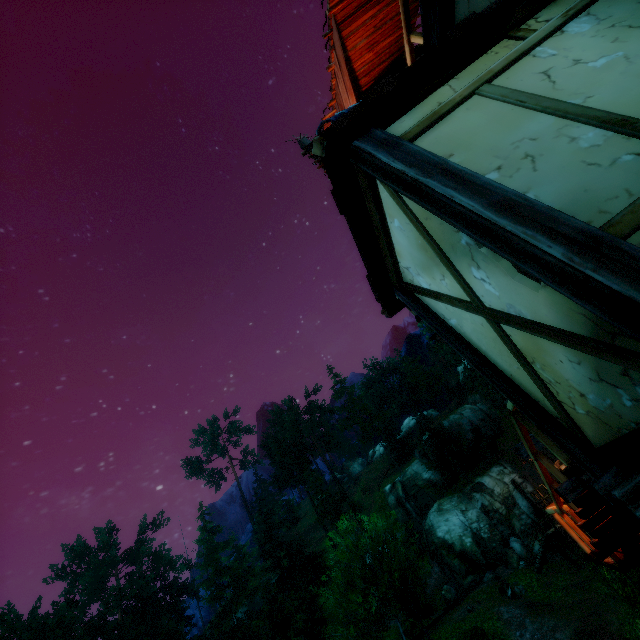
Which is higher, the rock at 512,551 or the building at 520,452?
the building at 520,452

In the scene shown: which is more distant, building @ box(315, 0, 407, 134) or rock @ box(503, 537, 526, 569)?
rock @ box(503, 537, 526, 569)

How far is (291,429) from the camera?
54.3m

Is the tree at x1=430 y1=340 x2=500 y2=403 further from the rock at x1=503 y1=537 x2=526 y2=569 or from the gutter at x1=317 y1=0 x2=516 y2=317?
the gutter at x1=317 y1=0 x2=516 y2=317

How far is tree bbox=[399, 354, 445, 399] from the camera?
52.4m

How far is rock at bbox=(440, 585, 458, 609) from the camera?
30.5m

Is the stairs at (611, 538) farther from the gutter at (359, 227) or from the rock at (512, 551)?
the rock at (512, 551)

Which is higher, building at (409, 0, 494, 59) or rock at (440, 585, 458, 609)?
building at (409, 0, 494, 59)
